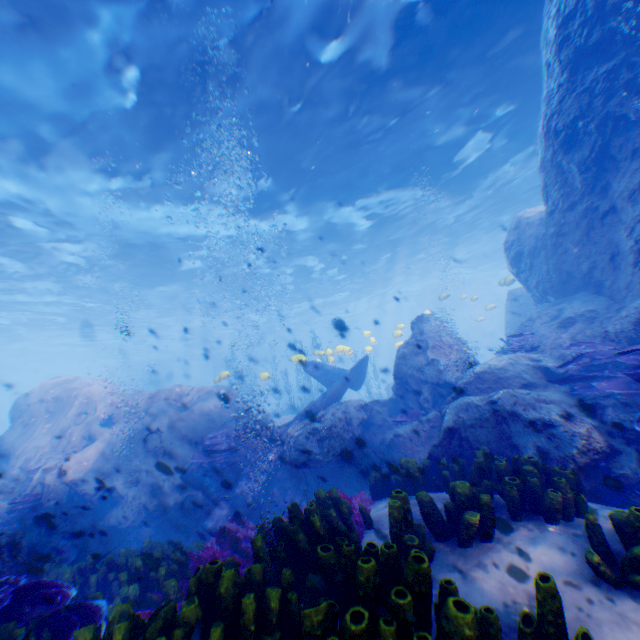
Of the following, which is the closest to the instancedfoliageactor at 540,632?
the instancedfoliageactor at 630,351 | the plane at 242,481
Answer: the plane at 242,481

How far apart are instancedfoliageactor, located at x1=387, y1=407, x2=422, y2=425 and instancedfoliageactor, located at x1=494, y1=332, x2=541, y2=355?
3.0 meters

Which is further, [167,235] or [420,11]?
[167,235]

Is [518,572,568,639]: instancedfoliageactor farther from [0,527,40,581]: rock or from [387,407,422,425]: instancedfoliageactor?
[387,407,422,425]: instancedfoliageactor

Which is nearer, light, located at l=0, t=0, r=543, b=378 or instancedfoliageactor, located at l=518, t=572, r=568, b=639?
instancedfoliageactor, located at l=518, t=572, r=568, b=639

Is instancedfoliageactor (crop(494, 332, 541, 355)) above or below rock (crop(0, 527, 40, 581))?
above

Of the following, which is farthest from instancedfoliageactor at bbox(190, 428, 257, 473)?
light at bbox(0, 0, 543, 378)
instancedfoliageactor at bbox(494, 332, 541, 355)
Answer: instancedfoliageactor at bbox(494, 332, 541, 355)

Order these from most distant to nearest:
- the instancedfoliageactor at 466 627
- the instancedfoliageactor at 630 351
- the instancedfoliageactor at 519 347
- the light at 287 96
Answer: the instancedfoliageactor at 519 347 < the light at 287 96 < the instancedfoliageactor at 630 351 < the instancedfoliageactor at 466 627
